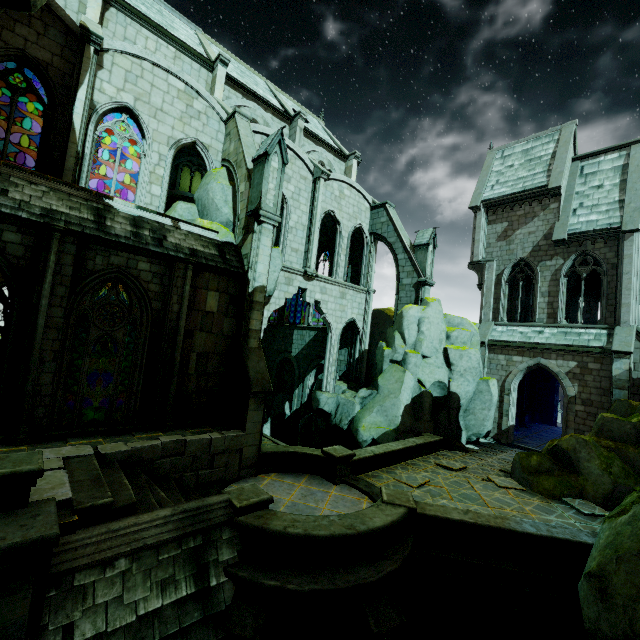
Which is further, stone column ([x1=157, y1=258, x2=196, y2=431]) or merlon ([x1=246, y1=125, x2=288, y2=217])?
merlon ([x1=246, y1=125, x2=288, y2=217])

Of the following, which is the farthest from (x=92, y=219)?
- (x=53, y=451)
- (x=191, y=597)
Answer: (x=191, y=597)

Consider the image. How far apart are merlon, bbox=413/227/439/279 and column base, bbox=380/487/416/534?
13.69m

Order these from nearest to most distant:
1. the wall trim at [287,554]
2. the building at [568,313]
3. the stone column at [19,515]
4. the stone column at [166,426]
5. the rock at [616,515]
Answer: the stone column at [19,515] < the rock at [616,515] < the wall trim at [287,554] < the stone column at [166,426] < the building at [568,313]

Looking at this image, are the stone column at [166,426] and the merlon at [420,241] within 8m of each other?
no

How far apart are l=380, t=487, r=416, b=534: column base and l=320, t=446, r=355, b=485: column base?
2.2 meters

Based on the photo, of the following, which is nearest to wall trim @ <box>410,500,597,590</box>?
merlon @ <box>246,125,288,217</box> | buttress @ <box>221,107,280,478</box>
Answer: buttress @ <box>221,107,280,478</box>

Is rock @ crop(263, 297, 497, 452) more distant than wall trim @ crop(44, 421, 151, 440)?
Yes
